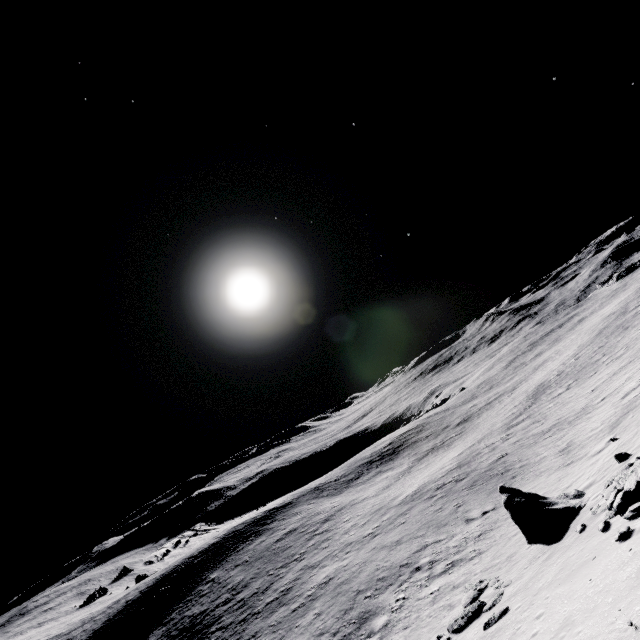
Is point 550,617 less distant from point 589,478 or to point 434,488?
point 589,478

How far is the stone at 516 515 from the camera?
13.6m

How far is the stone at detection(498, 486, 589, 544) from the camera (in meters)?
13.60
